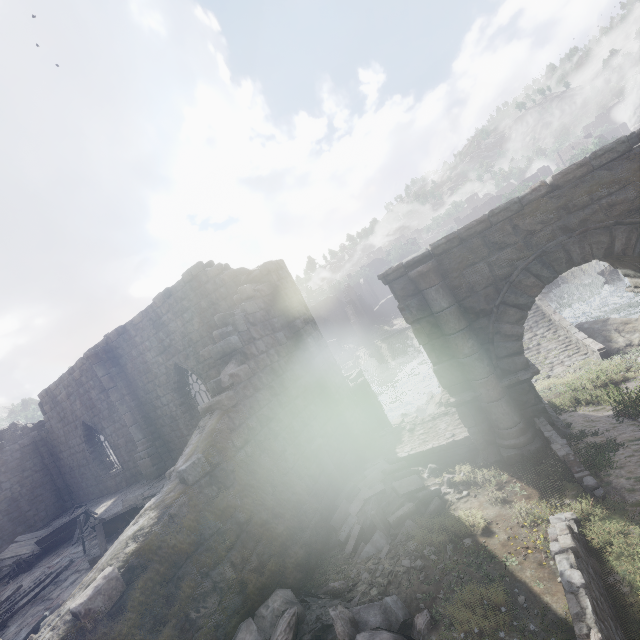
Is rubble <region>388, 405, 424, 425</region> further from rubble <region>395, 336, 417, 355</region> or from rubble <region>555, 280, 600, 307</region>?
rubble <region>555, 280, 600, 307</region>

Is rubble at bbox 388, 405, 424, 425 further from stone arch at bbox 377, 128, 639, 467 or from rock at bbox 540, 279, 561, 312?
rock at bbox 540, 279, 561, 312

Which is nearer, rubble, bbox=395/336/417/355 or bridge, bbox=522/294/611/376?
bridge, bbox=522/294/611/376

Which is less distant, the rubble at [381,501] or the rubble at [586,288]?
the rubble at [381,501]

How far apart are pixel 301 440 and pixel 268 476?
1.7m

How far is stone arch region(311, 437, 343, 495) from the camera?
9.1m

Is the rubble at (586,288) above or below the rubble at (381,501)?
below

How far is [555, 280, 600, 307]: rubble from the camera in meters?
25.8
